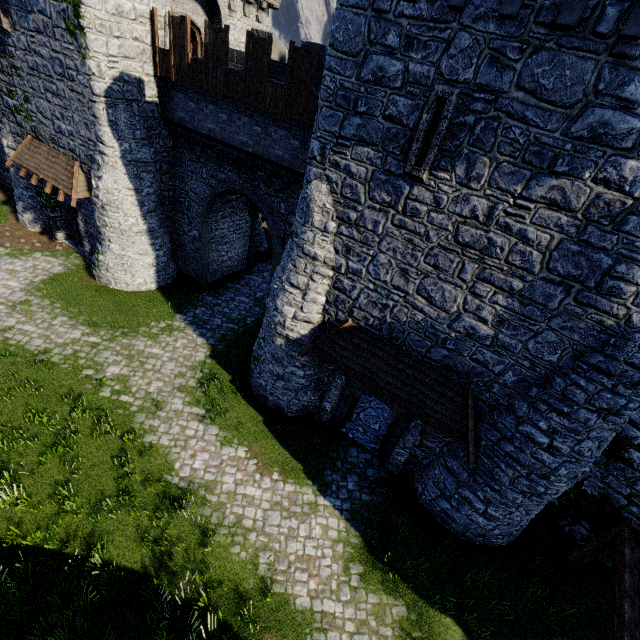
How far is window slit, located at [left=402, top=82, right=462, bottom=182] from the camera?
6.90m

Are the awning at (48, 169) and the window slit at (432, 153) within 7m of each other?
no

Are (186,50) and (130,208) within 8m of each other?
yes

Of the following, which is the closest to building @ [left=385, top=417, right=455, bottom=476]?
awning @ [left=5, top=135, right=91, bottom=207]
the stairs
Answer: awning @ [left=5, top=135, right=91, bottom=207]

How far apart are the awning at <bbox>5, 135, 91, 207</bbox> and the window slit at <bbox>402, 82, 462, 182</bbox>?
15.5m

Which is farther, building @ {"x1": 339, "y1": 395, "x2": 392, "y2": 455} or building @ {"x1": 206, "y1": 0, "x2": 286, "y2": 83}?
building @ {"x1": 206, "y1": 0, "x2": 286, "y2": 83}

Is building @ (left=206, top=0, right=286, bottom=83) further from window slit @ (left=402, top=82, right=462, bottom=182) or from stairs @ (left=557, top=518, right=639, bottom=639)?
stairs @ (left=557, top=518, right=639, bottom=639)

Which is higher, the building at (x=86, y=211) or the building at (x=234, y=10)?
the building at (x=234, y=10)
